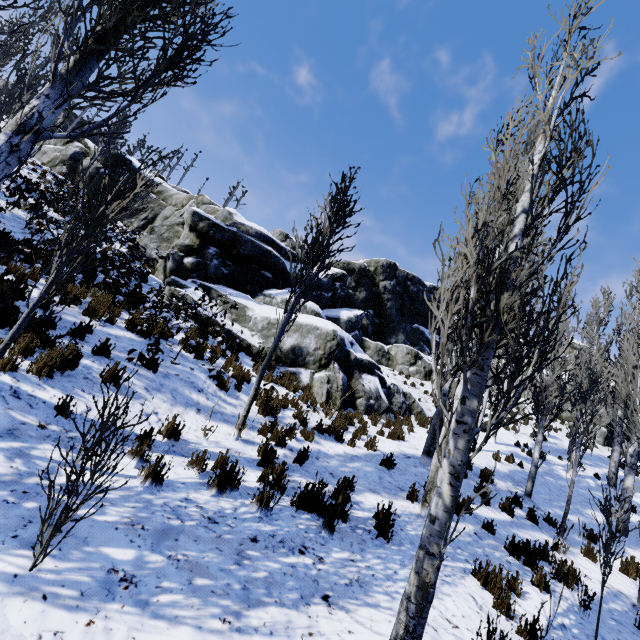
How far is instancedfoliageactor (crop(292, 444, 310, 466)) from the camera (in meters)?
6.24

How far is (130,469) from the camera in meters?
4.2

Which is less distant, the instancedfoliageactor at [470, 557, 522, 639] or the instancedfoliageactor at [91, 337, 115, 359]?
the instancedfoliageactor at [470, 557, 522, 639]

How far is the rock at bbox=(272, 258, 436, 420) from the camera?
12.32m

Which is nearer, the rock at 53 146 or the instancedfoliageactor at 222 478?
the instancedfoliageactor at 222 478

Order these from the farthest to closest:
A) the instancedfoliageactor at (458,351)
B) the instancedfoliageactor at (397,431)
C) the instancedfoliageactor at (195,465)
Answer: the instancedfoliageactor at (397,431) < the instancedfoliageactor at (195,465) < the instancedfoliageactor at (458,351)

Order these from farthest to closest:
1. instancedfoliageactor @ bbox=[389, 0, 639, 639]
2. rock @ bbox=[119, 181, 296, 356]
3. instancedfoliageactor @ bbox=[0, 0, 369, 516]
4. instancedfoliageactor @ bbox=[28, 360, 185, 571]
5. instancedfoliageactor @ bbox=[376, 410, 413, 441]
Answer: rock @ bbox=[119, 181, 296, 356]
instancedfoliageactor @ bbox=[376, 410, 413, 441]
instancedfoliageactor @ bbox=[0, 0, 369, 516]
instancedfoliageactor @ bbox=[389, 0, 639, 639]
instancedfoliageactor @ bbox=[28, 360, 185, 571]
